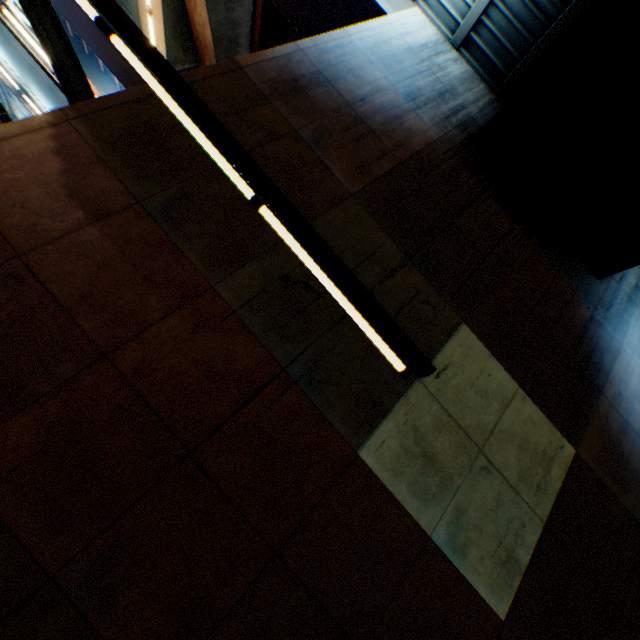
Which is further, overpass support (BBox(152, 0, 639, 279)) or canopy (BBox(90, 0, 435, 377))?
overpass support (BBox(152, 0, 639, 279))

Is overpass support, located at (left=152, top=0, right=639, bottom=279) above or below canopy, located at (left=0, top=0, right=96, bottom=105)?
above

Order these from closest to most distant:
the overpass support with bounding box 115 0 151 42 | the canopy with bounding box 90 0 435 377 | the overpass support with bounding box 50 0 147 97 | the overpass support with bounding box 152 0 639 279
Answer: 1. the canopy with bounding box 90 0 435 377
2. the overpass support with bounding box 152 0 639 279
3. the overpass support with bounding box 115 0 151 42
4. the overpass support with bounding box 50 0 147 97

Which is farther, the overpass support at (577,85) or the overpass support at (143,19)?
the overpass support at (143,19)

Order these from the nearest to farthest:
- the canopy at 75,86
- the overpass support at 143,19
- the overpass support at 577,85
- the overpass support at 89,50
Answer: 1. the canopy at 75,86
2. the overpass support at 577,85
3. the overpass support at 143,19
4. the overpass support at 89,50

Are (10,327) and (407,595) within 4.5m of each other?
no
